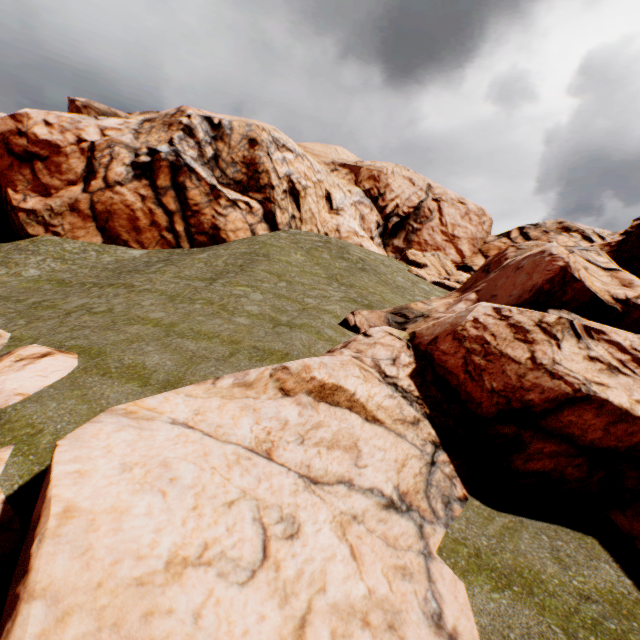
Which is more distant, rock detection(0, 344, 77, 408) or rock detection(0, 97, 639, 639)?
rock detection(0, 344, 77, 408)

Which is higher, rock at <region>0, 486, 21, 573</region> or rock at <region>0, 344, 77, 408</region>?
rock at <region>0, 344, 77, 408</region>

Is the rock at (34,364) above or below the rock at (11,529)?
above

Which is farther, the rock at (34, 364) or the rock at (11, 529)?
the rock at (34, 364)

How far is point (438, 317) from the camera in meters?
13.9
